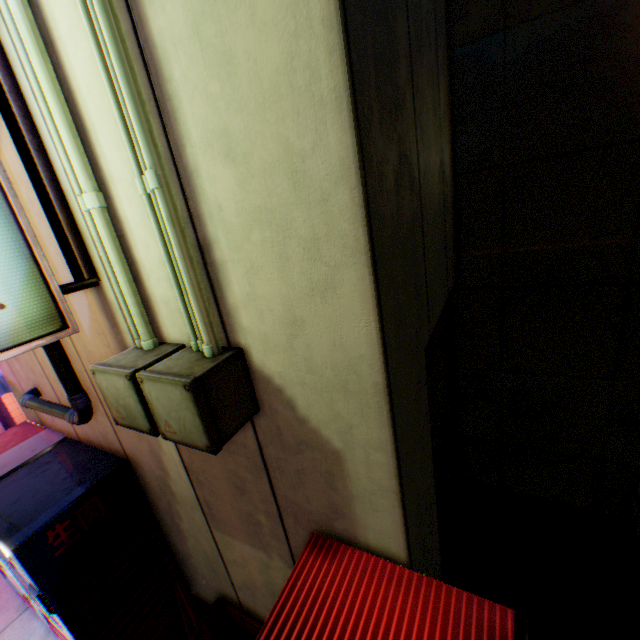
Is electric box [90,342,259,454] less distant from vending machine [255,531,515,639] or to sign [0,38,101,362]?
sign [0,38,101,362]

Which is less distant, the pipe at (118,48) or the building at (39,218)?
the pipe at (118,48)

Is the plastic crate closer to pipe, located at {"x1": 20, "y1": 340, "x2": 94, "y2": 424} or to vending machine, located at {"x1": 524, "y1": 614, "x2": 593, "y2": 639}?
vending machine, located at {"x1": 524, "y1": 614, "x2": 593, "y2": 639}

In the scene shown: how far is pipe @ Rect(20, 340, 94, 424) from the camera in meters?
2.6 m

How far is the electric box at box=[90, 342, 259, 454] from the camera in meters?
1.5 m

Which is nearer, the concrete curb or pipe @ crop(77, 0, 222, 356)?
pipe @ crop(77, 0, 222, 356)

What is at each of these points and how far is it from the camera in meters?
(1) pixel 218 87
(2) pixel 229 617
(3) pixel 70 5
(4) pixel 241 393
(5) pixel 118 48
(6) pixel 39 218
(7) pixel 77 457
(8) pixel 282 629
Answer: (1) building, 1.2
(2) plastic crate, 3.4
(3) building, 1.4
(4) electric box, 1.7
(5) pipe, 1.3
(6) building, 2.2
(7) vending machine, 3.2
(8) vending machine, 1.6

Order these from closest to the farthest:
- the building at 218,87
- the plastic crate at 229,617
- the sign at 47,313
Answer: the building at 218,87, the sign at 47,313, the plastic crate at 229,617
